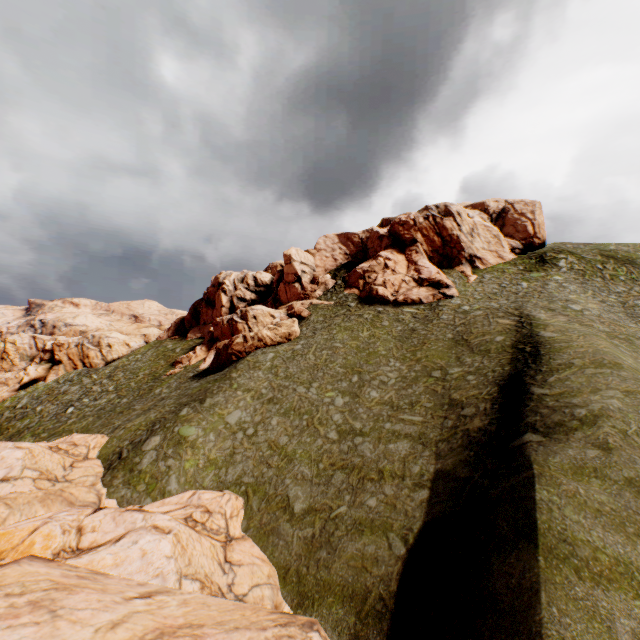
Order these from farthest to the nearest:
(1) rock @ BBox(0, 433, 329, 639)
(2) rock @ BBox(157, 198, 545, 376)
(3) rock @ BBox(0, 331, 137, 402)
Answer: (3) rock @ BBox(0, 331, 137, 402), (2) rock @ BBox(157, 198, 545, 376), (1) rock @ BBox(0, 433, 329, 639)

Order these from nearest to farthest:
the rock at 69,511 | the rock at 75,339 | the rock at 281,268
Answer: the rock at 69,511
the rock at 281,268
the rock at 75,339

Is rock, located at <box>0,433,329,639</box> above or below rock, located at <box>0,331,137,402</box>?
below

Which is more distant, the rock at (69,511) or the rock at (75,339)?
the rock at (75,339)

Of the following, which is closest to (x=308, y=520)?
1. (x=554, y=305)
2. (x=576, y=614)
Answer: (x=576, y=614)

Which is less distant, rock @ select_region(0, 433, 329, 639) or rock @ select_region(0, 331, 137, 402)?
rock @ select_region(0, 433, 329, 639)

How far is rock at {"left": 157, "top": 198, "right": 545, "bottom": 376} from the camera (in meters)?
41.72
